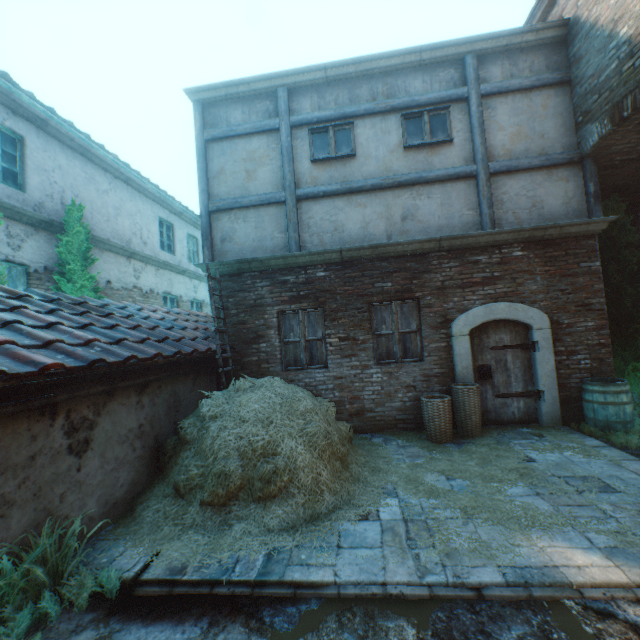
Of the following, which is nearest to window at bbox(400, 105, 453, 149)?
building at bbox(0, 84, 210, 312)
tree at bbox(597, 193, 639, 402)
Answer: tree at bbox(597, 193, 639, 402)

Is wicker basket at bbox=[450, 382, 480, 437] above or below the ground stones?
above

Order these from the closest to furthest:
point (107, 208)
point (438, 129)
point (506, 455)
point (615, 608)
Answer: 1. point (615, 608)
2. point (506, 455)
3. point (438, 129)
4. point (107, 208)

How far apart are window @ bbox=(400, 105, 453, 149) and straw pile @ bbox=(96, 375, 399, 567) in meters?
5.3

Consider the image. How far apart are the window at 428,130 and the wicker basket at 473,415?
4.9 meters

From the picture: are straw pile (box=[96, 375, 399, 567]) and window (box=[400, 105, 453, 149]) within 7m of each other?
yes

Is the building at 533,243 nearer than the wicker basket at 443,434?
No

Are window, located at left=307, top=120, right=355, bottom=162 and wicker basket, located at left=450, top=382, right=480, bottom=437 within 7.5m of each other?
yes
